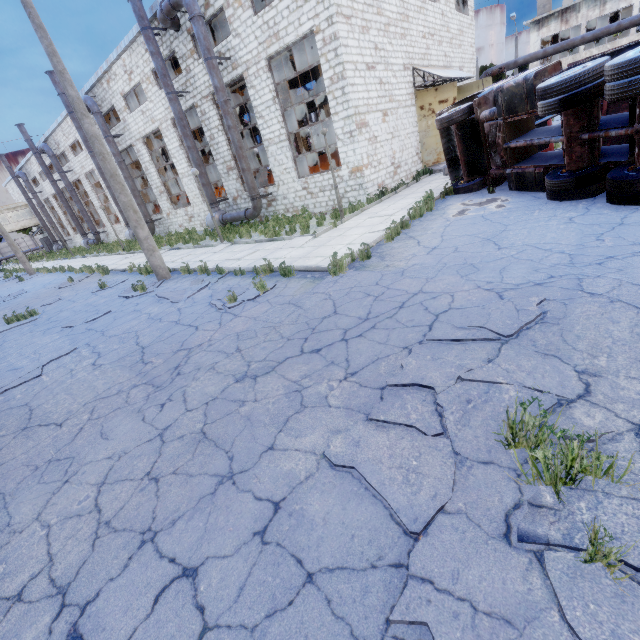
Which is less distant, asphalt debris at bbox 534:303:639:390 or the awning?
asphalt debris at bbox 534:303:639:390

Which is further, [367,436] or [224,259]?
[224,259]

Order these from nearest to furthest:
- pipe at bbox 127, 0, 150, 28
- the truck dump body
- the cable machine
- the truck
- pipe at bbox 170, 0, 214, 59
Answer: the truck, the truck dump body, pipe at bbox 170, 0, 214, 59, pipe at bbox 127, 0, 150, 28, the cable machine

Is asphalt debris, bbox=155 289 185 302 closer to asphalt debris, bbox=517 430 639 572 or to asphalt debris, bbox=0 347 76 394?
A: asphalt debris, bbox=0 347 76 394

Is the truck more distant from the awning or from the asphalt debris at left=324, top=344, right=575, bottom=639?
the awning

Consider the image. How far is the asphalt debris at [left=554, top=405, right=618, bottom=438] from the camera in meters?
2.5 m

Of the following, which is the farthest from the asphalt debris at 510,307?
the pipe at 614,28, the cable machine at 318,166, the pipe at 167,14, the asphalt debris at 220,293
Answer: the pipe at 614,28

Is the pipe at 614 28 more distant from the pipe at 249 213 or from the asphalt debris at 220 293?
the asphalt debris at 220 293
